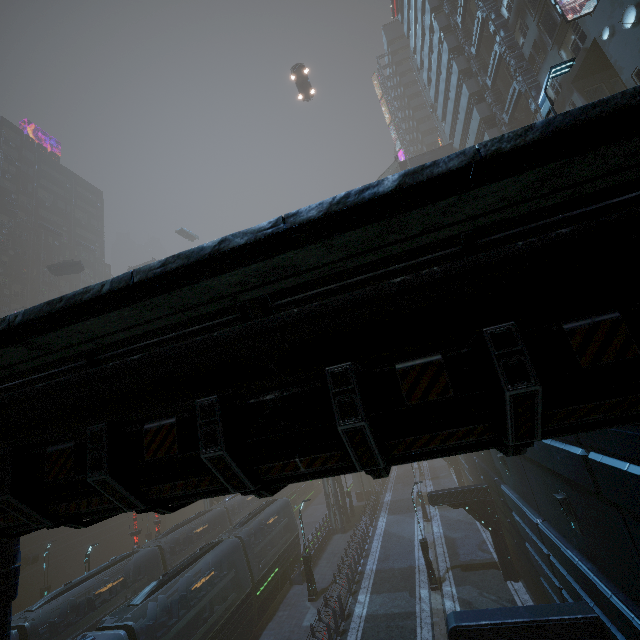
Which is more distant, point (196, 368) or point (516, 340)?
point (196, 368)

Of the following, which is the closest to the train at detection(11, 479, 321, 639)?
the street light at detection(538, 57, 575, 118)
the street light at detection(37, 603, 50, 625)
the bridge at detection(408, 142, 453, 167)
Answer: the street light at detection(37, 603, 50, 625)

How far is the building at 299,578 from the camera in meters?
22.6 m

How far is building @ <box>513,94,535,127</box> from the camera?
26.6 meters

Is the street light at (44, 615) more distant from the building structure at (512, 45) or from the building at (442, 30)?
the building structure at (512, 45)

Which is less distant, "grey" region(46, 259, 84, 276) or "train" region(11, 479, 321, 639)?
"train" region(11, 479, 321, 639)

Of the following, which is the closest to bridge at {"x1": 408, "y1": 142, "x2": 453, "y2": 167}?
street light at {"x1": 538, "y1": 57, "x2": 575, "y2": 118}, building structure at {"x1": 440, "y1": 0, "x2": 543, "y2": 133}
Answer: building structure at {"x1": 440, "y1": 0, "x2": 543, "y2": 133}

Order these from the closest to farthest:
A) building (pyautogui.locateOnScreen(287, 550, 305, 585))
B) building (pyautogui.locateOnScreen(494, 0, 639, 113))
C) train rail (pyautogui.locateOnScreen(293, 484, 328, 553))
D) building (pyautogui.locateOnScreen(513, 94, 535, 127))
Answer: building (pyautogui.locateOnScreen(494, 0, 639, 113))
building (pyautogui.locateOnScreen(287, 550, 305, 585))
building (pyautogui.locateOnScreen(513, 94, 535, 127))
train rail (pyautogui.locateOnScreen(293, 484, 328, 553))
